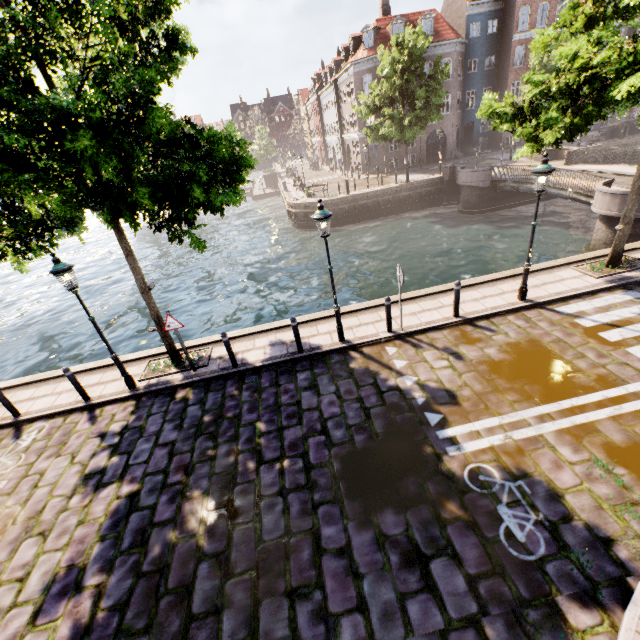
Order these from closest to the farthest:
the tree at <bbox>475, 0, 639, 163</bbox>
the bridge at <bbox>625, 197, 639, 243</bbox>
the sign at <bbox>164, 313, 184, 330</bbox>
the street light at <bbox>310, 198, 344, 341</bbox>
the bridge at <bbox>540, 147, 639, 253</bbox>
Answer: the tree at <bbox>475, 0, 639, 163</bbox>, the street light at <bbox>310, 198, 344, 341</bbox>, the sign at <bbox>164, 313, 184, 330</bbox>, the bridge at <bbox>625, 197, 639, 243</bbox>, the bridge at <bbox>540, 147, 639, 253</bbox>

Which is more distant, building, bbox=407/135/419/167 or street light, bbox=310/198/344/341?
building, bbox=407/135/419/167

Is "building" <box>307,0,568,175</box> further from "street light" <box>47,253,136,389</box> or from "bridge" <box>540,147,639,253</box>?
"street light" <box>47,253,136,389</box>

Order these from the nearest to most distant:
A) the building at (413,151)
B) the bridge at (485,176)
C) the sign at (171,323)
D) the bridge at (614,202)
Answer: the sign at (171,323)
the bridge at (614,202)
the bridge at (485,176)
the building at (413,151)

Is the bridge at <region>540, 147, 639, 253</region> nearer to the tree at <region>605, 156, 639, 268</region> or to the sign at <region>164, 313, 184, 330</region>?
the tree at <region>605, 156, 639, 268</region>

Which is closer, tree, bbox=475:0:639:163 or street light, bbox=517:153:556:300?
tree, bbox=475:0:639:163

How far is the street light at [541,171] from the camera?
7.6m

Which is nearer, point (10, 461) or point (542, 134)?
point (10, 461)
